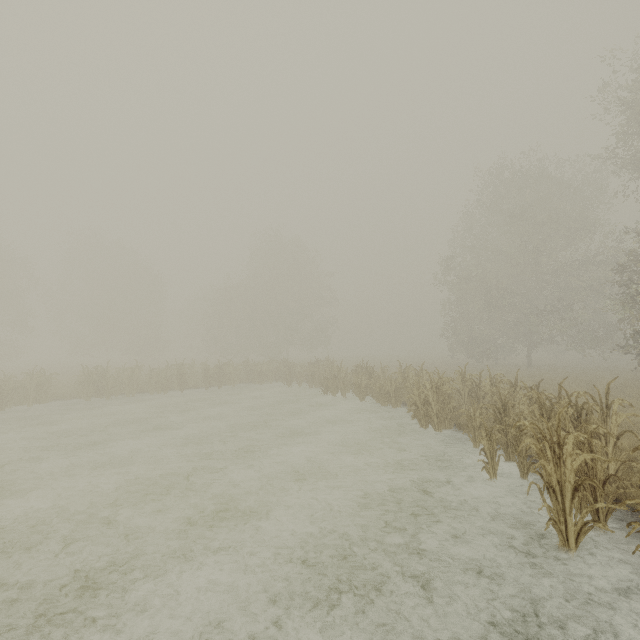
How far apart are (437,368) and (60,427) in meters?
26.9
